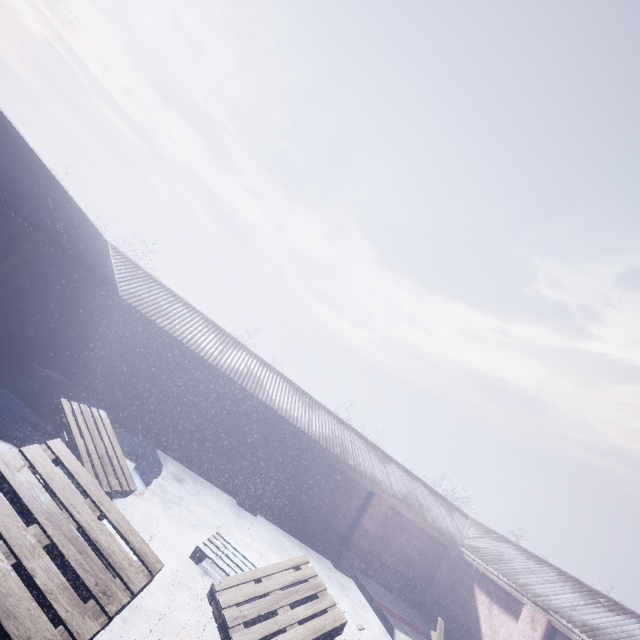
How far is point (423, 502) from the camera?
10.38m

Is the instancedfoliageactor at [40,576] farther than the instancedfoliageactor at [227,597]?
No

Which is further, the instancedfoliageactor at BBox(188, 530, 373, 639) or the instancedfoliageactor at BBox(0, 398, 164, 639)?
the instancedfoliageactor at BBox(188, 530, 373, 639)
